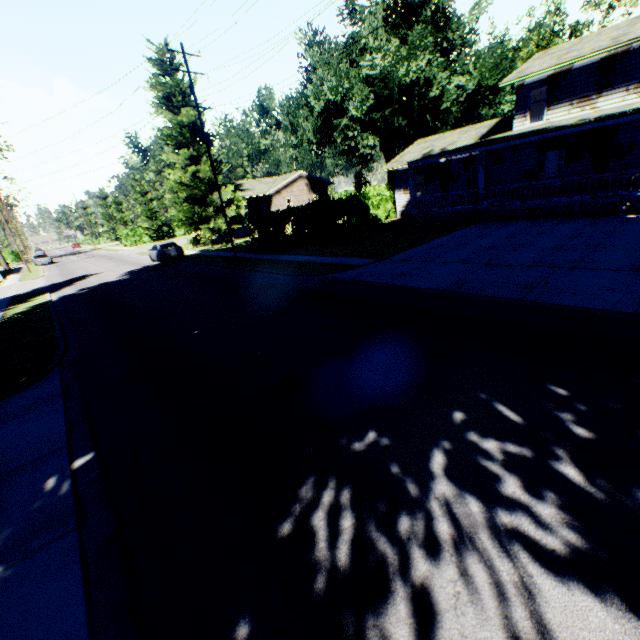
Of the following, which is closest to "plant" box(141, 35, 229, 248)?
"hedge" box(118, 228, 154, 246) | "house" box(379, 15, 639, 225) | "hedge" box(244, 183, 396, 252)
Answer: "house" box(379, 15, 639, 225)

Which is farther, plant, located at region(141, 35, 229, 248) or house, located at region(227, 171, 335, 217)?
house, located at region(227, 171, 335, 217)

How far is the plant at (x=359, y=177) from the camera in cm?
5797

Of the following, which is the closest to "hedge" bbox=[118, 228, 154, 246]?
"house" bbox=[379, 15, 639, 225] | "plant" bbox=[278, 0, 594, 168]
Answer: "house" bbox=[379, 15, 639, 225]

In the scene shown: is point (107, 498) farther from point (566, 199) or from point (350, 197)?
point (350, 197)

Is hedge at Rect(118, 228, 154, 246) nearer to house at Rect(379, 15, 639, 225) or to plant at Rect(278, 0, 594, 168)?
house at Rect(379, 15, 639, 225)

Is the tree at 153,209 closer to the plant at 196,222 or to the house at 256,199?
the house at 256,199

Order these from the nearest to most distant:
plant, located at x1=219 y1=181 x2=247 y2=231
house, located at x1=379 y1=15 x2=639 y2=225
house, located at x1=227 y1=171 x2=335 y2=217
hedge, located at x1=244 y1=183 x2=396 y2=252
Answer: house, located at x1=379 y1=15 x2=639 y2=225 < hedge, located at x1=244 y1=183 x2=396 y2=252 < plant, located at x1=219 y1=181 x2=247 y2=231 < house, located at x1=227 y1=171 x2=335 y2=217
